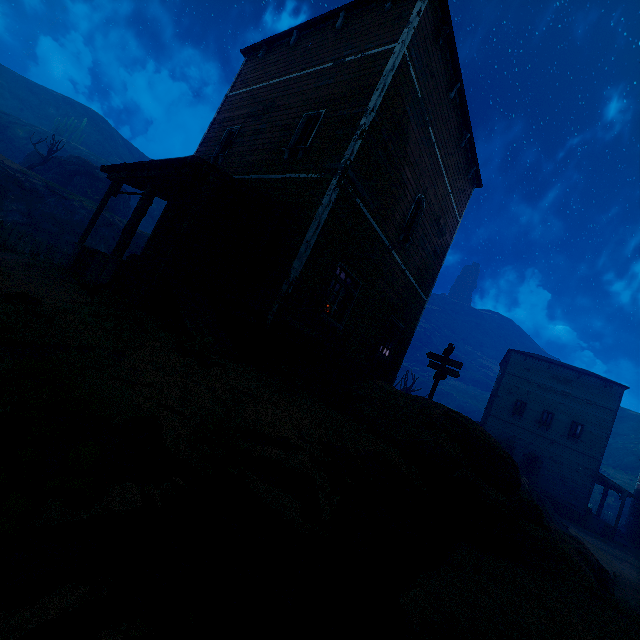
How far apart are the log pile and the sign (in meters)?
9.06

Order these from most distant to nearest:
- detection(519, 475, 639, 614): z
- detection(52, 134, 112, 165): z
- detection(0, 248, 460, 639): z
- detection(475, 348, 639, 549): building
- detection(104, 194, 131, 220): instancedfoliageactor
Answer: detection(52, 134, 112, 165): z → detection(104, 194, 131, 220): instancedfoliageactor → detection(475, 348, 639, 549): building → detection(519, 475, 639, 614): z → detection(0, 248, 460, 639): z

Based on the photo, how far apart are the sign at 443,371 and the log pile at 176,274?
9.1m

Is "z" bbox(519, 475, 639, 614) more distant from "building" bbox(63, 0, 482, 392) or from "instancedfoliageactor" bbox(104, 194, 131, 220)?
"instancedfoliageactor" bbox(104, 194, 131, 220)

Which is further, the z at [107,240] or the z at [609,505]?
the z at [609,505]

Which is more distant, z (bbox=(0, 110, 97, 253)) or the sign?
z (bbox=(0, 110, 97, 253))

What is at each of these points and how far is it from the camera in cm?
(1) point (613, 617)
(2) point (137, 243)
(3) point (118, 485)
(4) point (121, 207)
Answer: (1) rock, 384
(2) z, 2834
(3) z, 229
(4) instancedfoliageactor, 3650

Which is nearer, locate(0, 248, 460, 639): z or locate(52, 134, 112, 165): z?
locate(0, 248, 460, 639): z
